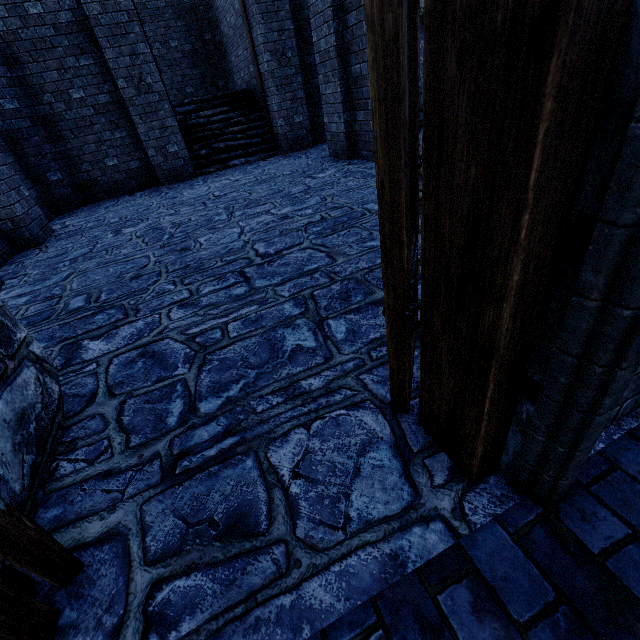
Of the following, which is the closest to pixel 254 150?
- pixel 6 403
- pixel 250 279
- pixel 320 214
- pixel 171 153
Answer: pixel 171 153

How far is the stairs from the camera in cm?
964

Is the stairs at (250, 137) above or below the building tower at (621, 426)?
above

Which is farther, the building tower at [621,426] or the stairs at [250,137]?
the stairs at [250,137]

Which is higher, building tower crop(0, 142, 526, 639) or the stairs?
the stairs

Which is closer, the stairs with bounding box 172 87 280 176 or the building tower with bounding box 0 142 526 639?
the building tower with bounding box 0 142 526 639
